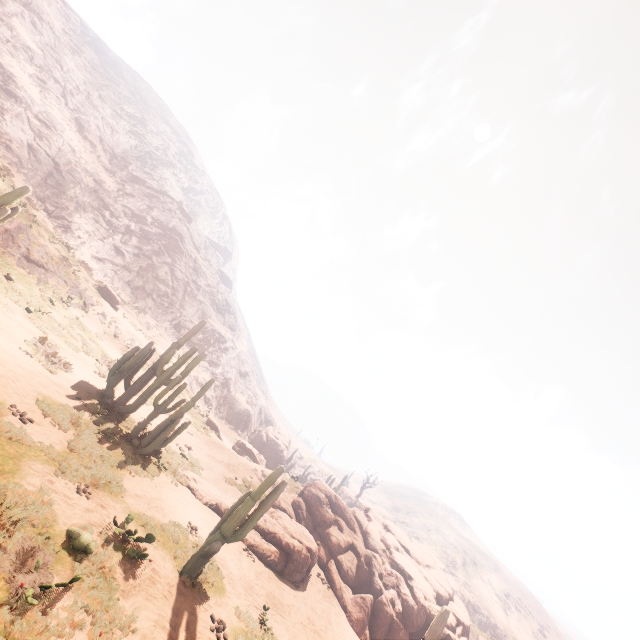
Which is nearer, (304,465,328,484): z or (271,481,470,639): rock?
(271,481,470,639): rock

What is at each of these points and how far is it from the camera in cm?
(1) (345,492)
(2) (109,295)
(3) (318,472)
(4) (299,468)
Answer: (1) z, 5600
(2) instancedfoliageactor, 2781
(3) z, 5906
(4) z, 5722

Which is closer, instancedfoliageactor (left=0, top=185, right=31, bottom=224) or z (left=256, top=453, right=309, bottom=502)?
instancedfoliageactor (left=0, top=185, right=31, bottom=224)

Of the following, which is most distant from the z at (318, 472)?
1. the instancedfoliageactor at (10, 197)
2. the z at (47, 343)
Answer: the instancedfoliageactor at (10, 197)

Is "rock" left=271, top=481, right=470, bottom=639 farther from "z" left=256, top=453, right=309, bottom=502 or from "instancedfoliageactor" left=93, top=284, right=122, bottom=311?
"z" left=256, top=453, right=309, bottom=502

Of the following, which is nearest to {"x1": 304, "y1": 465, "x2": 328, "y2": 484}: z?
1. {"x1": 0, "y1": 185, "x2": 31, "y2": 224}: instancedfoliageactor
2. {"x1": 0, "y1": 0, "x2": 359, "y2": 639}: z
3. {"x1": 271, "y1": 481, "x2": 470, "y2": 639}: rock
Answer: {"x1": 0, "y1": 0, "x2": 359, "y2": 639}: z

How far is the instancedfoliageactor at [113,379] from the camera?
12.80m

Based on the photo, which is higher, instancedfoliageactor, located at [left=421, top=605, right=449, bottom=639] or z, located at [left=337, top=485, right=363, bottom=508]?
z, located at [left=337, top=485, right=363, bottom=508]
